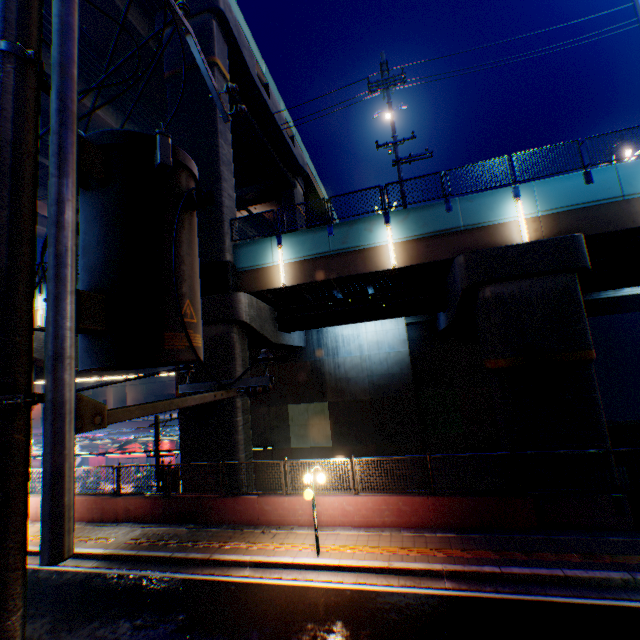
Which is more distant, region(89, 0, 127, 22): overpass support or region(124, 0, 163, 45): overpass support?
region(124, 0, 163, 45): overpass support

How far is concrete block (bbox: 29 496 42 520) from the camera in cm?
1411

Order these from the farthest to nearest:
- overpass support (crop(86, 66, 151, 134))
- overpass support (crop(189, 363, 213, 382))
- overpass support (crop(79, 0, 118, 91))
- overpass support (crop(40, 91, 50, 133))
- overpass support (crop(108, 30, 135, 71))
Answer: overpass support (crop(86, 66, 151, 134)) < overpass support (crop(40, 91, 50, 133)) < overpass support (crop(108, 30, 135, 71)) < overpass support (crop(79, 0, 118, 91)) < overpass support (crop(189, 363, 213, 382))

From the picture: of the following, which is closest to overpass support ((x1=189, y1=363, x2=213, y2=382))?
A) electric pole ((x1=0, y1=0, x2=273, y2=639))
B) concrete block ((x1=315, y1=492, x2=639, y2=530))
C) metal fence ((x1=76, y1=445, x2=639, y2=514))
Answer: metal fence ((x1=76, y1=445, x2=639, y2=514))

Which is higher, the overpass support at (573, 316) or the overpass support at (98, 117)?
the overpass support at (98, 117)

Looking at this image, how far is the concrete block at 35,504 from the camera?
14.1m

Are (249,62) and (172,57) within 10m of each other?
yes

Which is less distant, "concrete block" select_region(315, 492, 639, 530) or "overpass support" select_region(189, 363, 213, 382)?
"concrete block" select_region(315, 492, 639, 530)
